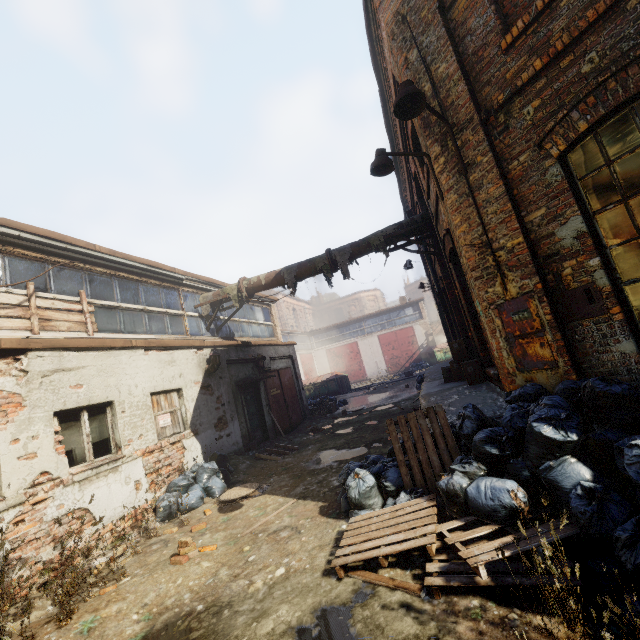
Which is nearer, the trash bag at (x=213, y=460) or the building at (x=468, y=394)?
the building at (x=468, y=394)

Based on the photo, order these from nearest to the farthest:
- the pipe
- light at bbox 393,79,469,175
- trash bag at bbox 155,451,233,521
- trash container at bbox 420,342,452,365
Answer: light at bbox 393,79,469,175 → trash bag at bbox 155,451,233,521 → the pipe → trash container at bbox 420,342,452,365

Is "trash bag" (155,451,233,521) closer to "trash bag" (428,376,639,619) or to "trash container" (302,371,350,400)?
"trash bag" (428,376,639,619)

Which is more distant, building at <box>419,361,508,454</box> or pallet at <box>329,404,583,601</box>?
building at <box>419,361,508,454</box>

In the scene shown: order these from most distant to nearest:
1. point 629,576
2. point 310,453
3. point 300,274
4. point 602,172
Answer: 1. point 300,274
2. point 310,453
3. point 602,172
4. point 629,576

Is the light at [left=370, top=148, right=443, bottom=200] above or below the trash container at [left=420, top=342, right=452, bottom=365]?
above

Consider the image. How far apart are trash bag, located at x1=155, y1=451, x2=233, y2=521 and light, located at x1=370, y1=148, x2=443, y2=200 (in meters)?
7.32

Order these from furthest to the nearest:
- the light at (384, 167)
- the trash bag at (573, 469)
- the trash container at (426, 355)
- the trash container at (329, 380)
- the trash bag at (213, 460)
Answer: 1. the trash container at (426, 355)
2. the trash container at (329, 380)
3. the trash bag at (213, 460)
4. the light at (384, 167)
5. the trash bag at (573, 469)
